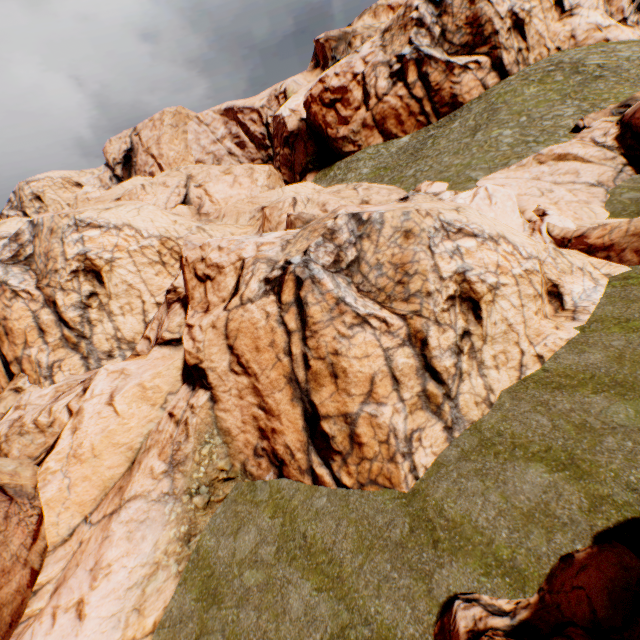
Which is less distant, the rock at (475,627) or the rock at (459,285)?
the rock at (475,627)

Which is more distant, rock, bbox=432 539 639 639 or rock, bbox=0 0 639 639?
rock, bbox=0 0 639 639

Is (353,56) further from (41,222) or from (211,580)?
(211,580)
